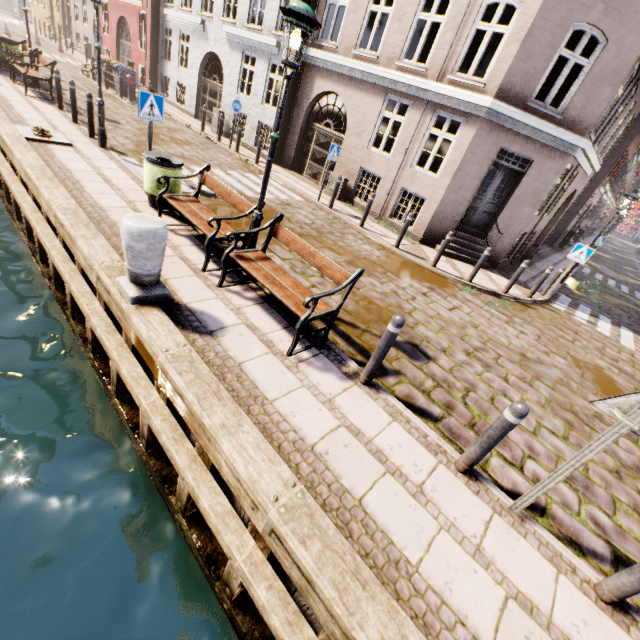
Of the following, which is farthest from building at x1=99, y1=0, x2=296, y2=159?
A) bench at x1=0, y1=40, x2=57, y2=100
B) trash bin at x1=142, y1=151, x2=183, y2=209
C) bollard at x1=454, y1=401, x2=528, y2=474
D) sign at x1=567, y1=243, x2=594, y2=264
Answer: bollard at x1=454, y1=401, x2=528, y2=474

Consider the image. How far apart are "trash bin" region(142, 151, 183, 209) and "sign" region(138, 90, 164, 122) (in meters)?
0.74

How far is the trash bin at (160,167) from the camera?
6.2m

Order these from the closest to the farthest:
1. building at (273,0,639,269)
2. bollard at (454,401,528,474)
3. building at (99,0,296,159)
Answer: bollard at (454,401,528,474) → building at (273,0,639,269) → building at (99,0,296,159)

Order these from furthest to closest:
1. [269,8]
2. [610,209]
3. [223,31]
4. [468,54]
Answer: [610,209]
[468,54]
[223,31]
[269,8]

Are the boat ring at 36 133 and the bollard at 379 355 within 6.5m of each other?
no

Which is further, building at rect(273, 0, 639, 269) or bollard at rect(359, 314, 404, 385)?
building at rect(273, 0, 639, 269)

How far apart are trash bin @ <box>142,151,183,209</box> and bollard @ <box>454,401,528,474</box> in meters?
6.9 m
